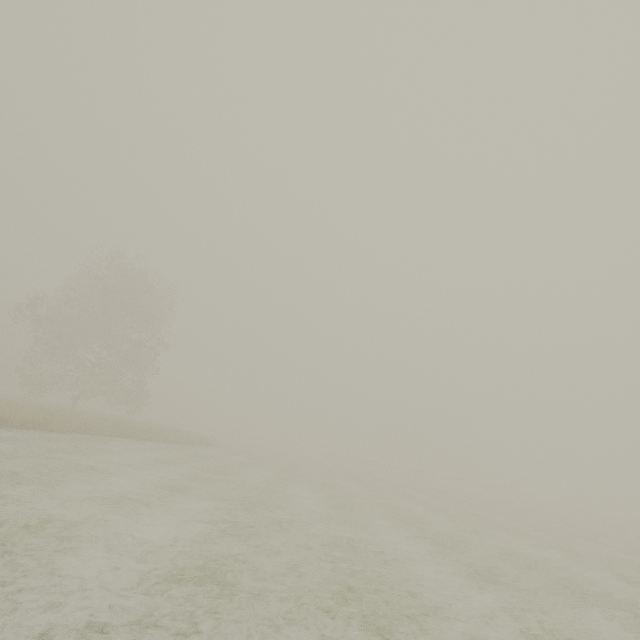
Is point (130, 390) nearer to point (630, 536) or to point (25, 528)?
point (25, 528)
